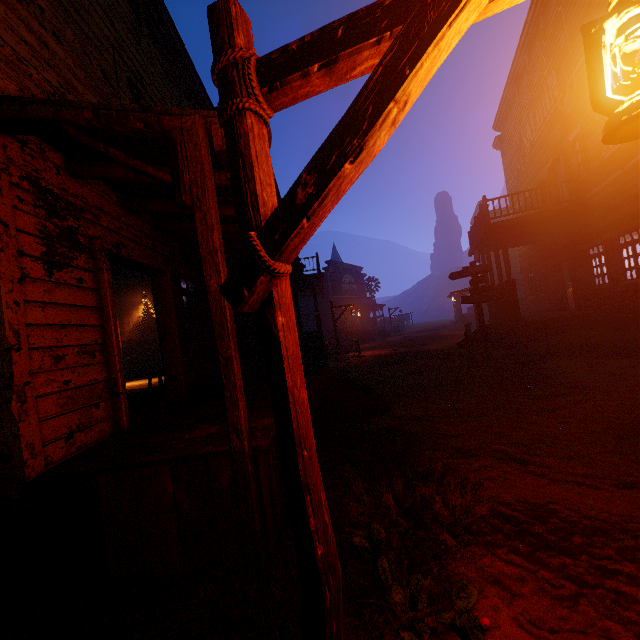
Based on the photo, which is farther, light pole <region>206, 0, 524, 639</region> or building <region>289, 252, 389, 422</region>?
building <region>289, 252, 389, 422</region>

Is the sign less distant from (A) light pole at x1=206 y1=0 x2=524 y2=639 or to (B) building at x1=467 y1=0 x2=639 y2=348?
(B) building at x1=467 y1=0 x2=639 y2=348

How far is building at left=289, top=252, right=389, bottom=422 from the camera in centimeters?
649cm

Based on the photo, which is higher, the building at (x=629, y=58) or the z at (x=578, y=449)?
the building at (x=629, y=58)

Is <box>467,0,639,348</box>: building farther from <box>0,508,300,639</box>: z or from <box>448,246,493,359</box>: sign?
<box>448,246,493,359</box>: sign

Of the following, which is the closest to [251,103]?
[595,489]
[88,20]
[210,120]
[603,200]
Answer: [210,120]

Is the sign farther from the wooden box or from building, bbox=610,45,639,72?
the wooden box

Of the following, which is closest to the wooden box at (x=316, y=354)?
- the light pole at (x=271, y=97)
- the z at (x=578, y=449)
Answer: the z at (x=578, y=449)
